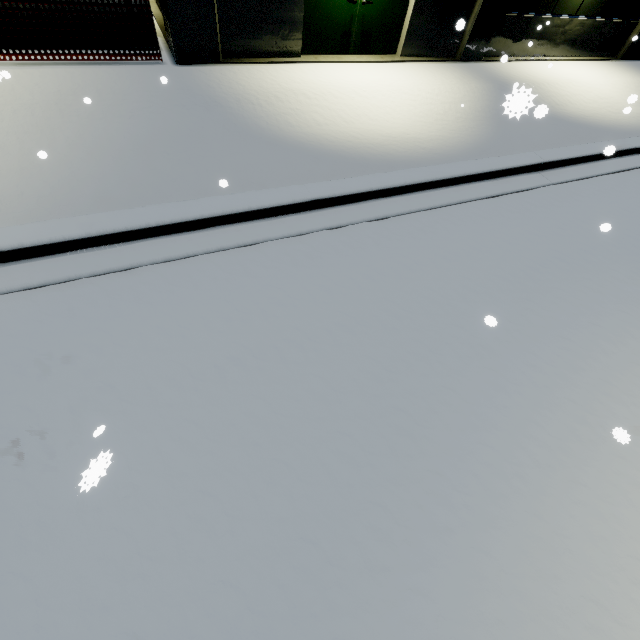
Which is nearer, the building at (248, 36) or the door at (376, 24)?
the building at (248, 36)

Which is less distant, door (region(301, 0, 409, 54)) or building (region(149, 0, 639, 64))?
building (region(149, 0, 639, 64))

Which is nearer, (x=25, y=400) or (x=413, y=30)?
(x=25, y=400)
